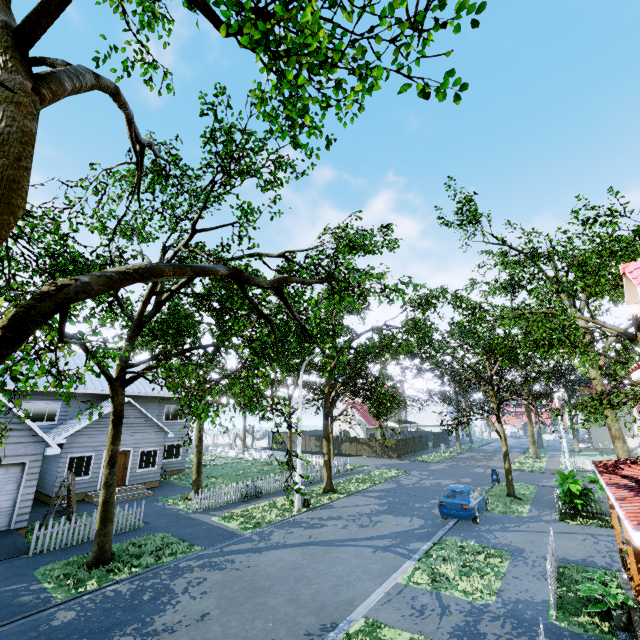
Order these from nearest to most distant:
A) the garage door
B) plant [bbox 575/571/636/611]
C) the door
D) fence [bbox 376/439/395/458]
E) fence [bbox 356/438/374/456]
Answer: plant [bbox 575/571/636/611] < the garage door < the door < fence [bbox 376/439/395/458] < fence [bbox 356/438/374/456]

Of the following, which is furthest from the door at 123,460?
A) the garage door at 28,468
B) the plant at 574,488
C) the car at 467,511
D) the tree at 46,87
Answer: the plant at 574,488

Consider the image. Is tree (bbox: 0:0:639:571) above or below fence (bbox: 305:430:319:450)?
above

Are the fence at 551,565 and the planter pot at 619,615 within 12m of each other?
yes

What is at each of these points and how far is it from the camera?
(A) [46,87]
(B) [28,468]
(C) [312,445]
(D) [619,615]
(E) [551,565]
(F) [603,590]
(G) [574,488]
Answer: (A) tree, 3.3m
(B) garage door, 13.3m
(C) fence, 45.9m
(D) planter pot, 7.4m
(E) fence, 9.3m
(F) plant, 8.4m
(G) plant, 15.7m

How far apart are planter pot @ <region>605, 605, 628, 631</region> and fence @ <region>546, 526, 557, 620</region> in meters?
1.2

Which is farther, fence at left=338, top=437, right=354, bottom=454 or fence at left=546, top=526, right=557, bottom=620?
fence at left=338, top=437, right=354, bottom=454

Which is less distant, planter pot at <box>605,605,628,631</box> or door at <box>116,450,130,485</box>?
planter pot at <box>605,605,628,631</box>
